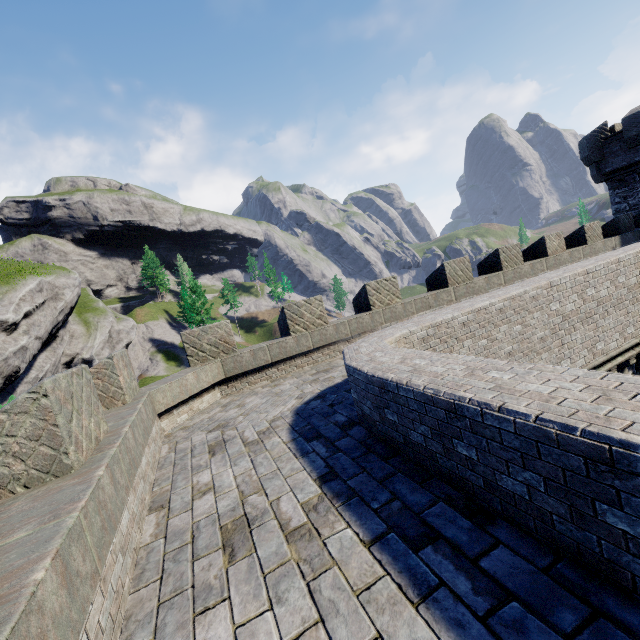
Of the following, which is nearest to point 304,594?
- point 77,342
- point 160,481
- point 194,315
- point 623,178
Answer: point 160,481

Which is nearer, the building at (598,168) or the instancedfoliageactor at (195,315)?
the building at (598,168)

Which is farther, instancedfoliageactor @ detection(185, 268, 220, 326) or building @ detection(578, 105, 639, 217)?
instancedfoliageactor @ detection(185, 268, 220, 326)

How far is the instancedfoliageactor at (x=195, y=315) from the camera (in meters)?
53.47

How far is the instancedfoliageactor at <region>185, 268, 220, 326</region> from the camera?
53.47m
